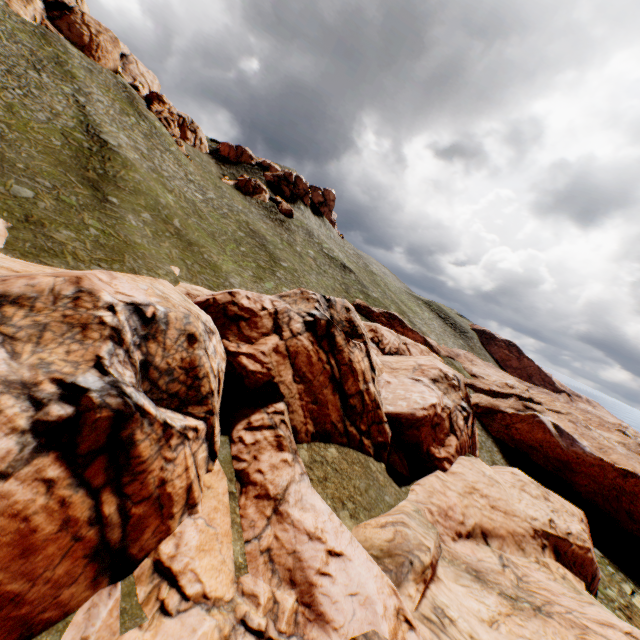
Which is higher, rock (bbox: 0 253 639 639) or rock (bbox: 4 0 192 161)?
rock (bbox: 4 0 192 161)

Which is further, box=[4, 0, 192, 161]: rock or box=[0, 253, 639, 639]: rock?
box=[4, 0, 192, 161]: rock

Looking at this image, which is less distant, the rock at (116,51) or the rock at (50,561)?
the rock at (50,561)

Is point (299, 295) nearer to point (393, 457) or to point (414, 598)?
point (393, 457)

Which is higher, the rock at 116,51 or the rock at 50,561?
the rock at 116,51
